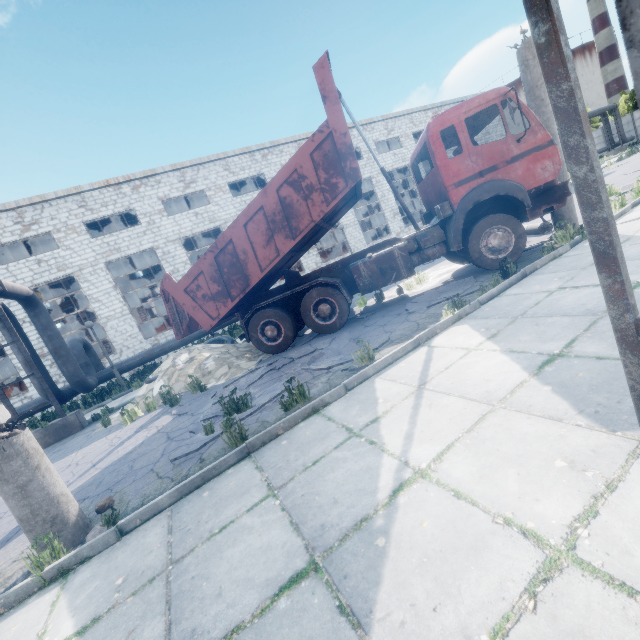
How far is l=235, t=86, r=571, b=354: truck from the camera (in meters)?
6.83

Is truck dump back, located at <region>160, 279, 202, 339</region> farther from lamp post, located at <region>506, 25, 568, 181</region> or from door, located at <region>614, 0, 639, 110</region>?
lamp post, located at <region>506, 25, 568, 181</region>

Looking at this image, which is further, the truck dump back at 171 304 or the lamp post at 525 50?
the truck dump back at 171 304

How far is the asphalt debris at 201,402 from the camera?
6.89m

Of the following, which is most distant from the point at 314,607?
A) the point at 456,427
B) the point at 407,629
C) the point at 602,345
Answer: the point at 602,345

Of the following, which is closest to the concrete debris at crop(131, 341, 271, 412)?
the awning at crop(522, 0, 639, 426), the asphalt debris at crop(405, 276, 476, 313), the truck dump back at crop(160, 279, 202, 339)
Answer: the truck dump back at crop(160, 279, 202, 339)

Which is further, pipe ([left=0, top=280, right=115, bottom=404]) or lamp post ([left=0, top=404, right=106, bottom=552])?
pipe ([left=0, top=280, right=115, bottom=404])
